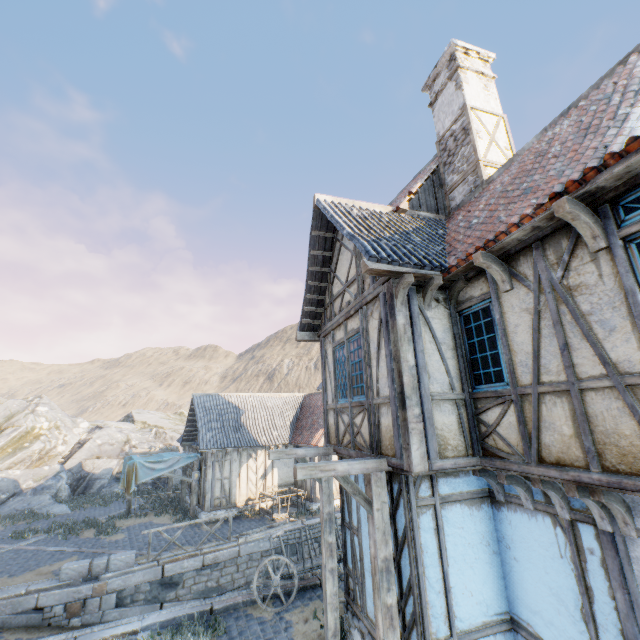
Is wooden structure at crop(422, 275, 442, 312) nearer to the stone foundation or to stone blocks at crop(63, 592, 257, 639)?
the stone foundation

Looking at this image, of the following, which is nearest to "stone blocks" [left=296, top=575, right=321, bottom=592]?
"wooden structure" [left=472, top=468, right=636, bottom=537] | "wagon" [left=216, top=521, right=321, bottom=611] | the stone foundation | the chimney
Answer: the stone foundation

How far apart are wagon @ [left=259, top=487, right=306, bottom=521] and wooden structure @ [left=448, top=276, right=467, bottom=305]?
14.3m

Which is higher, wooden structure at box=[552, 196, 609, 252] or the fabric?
wooden structure at box=[552, 196, 609, 252]

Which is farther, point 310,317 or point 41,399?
point 41,399

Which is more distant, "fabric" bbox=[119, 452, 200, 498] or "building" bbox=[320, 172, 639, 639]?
"fabric" bbox=[119, 452, 200, 498]

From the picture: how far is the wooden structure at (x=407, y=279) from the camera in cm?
509

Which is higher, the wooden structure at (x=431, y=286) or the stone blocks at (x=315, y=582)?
the wooden structure at (x=431, y=286)
